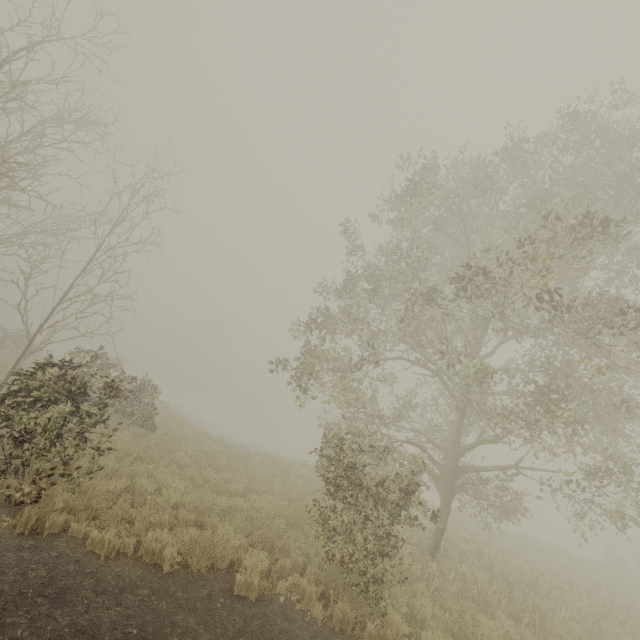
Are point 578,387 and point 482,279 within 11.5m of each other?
yes
